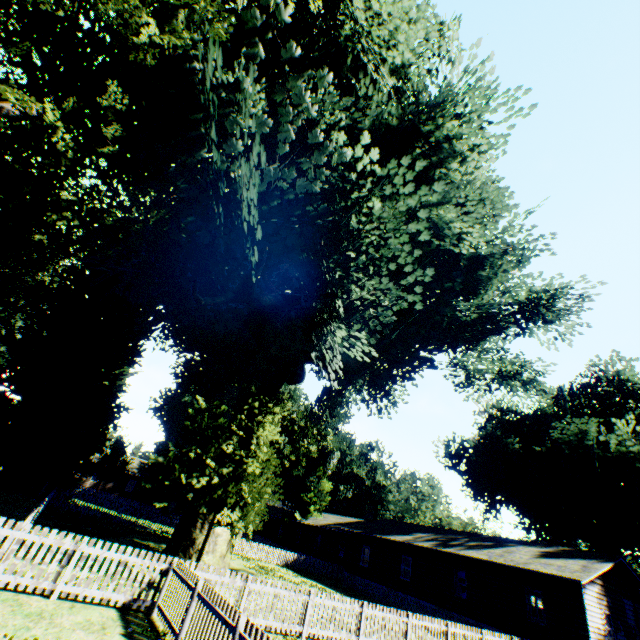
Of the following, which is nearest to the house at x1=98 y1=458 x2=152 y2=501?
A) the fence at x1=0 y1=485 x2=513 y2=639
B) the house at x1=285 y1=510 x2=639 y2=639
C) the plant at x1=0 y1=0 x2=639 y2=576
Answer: the fence at x1=0 y1=485 x2=513 y2=639

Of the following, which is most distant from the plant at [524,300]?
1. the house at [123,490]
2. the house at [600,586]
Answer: the house at [123,490]

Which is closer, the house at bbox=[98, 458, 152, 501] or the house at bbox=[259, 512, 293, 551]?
the house at bbox=[259, 512, 293, 551]

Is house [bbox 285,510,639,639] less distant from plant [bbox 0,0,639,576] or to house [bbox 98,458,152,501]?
plant [bbox 0,0,639,576]

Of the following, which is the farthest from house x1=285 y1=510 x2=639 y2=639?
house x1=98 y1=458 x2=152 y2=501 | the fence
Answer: house x1=98 y1=458 x2=152 y2=501

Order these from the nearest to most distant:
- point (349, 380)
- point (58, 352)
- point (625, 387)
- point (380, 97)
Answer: point (380, 97) → point (58, 352) → point (349, 380) → point (625, 387)

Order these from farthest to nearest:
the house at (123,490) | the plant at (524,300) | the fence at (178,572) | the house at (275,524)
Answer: the house at (123,490) < the house at (275,524) < the plant at (524,300) < the fence at (178,572)
